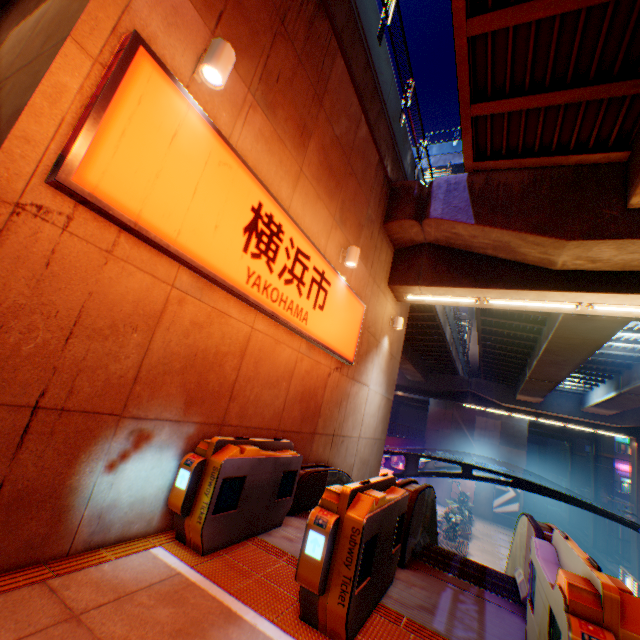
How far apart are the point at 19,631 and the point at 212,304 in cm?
318

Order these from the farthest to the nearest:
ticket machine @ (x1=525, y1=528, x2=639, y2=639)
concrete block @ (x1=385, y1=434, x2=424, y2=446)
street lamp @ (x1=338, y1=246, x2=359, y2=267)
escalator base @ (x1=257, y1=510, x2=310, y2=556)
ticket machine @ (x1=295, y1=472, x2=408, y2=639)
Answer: concrete block @ (x1=385, y1=434, x2=424, y2=446), street lamp @ (x1=338, y1=246, x2=359, y2=267), escalator base @ (x1=257, y1=510, x2=310, y2=556), ticket machine @ (x1=295, y1=472, x2=408, y2=639), ticket machine @ (x1=525, y1=528, x2=639, y2=639)

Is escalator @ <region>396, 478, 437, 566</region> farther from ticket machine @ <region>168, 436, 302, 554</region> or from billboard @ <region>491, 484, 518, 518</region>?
billboard @ <region>491, 484, 518, 518</region>

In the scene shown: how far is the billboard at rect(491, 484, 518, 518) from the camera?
38.1 meters

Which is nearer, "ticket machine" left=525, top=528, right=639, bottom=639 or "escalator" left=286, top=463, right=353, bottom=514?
"ticket machine" left=525, top=528, right=639, bottom=639

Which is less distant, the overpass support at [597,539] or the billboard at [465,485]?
the overpass support at [597,539]

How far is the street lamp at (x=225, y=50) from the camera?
3.5m

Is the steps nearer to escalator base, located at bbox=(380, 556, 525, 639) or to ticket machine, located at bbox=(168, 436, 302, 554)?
escalator base, located at bbox=(380, 556, 525, 639)
